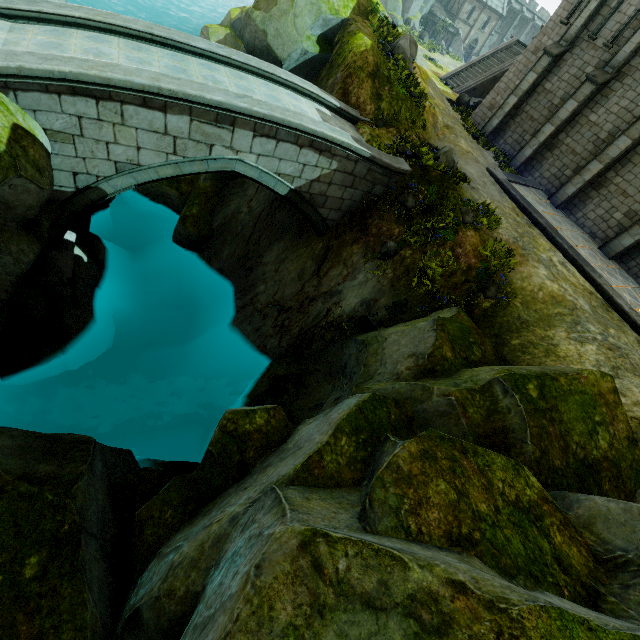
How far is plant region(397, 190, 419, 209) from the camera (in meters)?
11.50

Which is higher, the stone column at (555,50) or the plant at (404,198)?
the stone column at (555,50)

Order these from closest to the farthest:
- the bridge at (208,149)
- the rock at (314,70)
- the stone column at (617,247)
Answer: the bridge at (208,149) → the rock at (314,70) → the stone column at (617,247)

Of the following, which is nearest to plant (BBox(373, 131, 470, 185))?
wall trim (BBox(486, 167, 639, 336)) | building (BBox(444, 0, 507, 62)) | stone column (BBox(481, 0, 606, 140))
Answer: wall trim (BBox(486, 167, 639, 336))

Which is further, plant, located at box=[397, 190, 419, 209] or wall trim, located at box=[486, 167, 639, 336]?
plant, located at box=[397, 190, 419, 209]

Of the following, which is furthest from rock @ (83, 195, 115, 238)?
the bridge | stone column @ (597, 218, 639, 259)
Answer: stone column @ (597, 218, 639, 259)

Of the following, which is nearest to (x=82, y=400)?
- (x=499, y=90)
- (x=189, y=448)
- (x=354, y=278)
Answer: (x=189, y=448)

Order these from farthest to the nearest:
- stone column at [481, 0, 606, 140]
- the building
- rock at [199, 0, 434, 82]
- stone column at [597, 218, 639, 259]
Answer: the building, stone column at [481, 0, 606, 140], stone column at [597, 218, 639, 259], rock at [199, 0, 434, 82]
